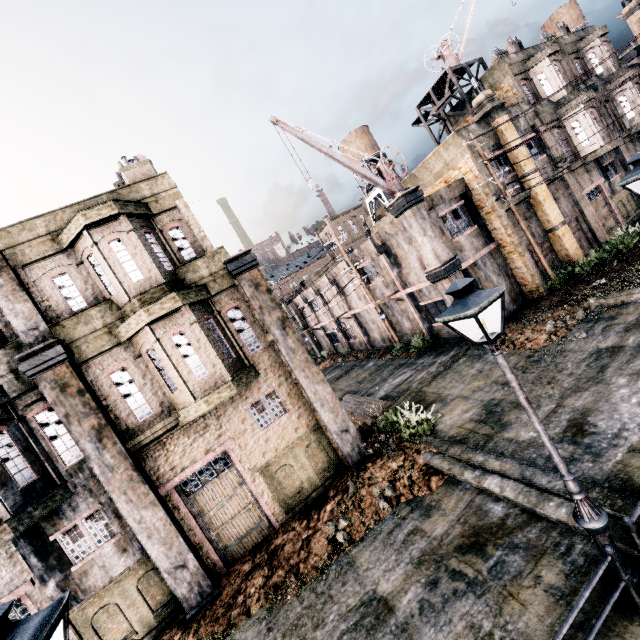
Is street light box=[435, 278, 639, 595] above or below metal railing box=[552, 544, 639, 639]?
above

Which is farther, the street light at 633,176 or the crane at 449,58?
the crane at 449,58

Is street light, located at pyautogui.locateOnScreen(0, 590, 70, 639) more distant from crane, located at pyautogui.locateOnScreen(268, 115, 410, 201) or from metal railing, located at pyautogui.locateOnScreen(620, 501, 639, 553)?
crane, located at pyautogui.locateOnScreen(268, 115, 410, 201)

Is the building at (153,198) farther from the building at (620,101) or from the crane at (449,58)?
the building at (620,101)

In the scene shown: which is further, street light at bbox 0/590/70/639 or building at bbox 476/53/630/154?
building at bbox 476/53/630/154

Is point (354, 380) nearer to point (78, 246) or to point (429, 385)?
point (429, 385)

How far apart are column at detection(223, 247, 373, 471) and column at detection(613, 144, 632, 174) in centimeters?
2688cm

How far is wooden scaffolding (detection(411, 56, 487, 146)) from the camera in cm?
2139
